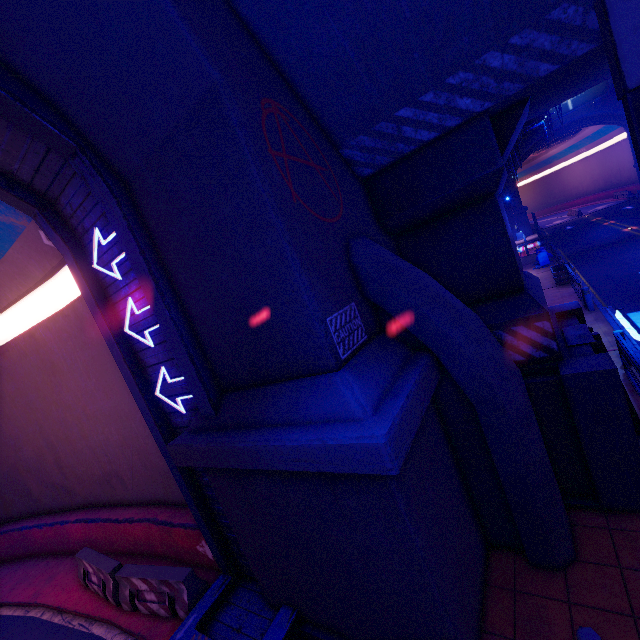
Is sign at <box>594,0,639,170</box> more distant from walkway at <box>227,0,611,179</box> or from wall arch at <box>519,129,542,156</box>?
wall arch at <box>519,129,542,156</box>

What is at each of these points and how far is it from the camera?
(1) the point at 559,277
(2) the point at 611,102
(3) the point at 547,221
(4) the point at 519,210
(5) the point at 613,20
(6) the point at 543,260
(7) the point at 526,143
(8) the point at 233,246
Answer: (1) plant holder, 18.52m
(2) wall arch, 37.41m
(3) tunnel, 55.22m
(4) wall arch, 44.41m
(5) sign, 2.91m
(6) trash can, 24.36m
(7) wall arch, 42.34m
(8) wall arch, 4.47m

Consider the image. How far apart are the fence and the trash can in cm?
2768

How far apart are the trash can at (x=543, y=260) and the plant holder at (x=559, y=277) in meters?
4.5

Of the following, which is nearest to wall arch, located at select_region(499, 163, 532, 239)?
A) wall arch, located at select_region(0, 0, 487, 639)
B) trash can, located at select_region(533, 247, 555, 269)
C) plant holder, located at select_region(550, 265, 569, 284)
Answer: trash can, located at select_region(533, 247, 555, 269)

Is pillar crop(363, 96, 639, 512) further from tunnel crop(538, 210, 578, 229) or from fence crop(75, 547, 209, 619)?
tunnel crop(538, 210, 578, 229)

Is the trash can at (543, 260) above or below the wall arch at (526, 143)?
below

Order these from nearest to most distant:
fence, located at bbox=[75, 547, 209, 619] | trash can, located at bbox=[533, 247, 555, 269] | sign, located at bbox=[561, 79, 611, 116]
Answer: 1. fence, located at bbox=[75, 547, 209, 619]
2. trash can, located at bbox=[533, 247, 555, 269]
3. sign, located at bbox=[561, 79, 611, 116]
